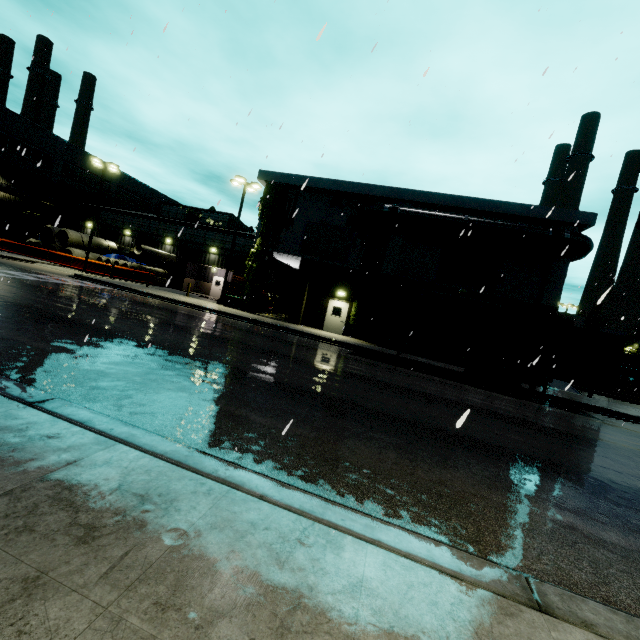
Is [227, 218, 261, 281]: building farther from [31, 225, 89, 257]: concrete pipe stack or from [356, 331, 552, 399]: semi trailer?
[356, 331, 552, 399]: semi trailer

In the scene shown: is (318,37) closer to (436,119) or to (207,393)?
(207,393)

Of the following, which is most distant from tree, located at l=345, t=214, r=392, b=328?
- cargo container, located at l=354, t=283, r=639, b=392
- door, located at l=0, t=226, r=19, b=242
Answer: door, located at l=0, t=226, r=19, b=242

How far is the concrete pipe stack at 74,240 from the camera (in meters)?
32.28

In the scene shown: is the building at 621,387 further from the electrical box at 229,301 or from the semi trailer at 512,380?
the semi trailer at 512,380

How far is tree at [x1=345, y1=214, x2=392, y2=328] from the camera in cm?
2267

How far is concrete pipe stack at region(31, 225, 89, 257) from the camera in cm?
3228

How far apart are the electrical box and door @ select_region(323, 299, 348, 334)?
6.8 meters
